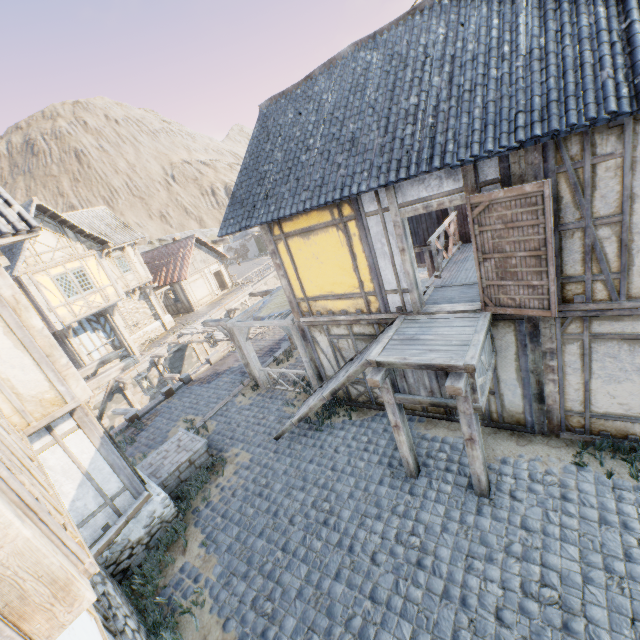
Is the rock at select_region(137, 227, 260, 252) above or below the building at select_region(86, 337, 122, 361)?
above

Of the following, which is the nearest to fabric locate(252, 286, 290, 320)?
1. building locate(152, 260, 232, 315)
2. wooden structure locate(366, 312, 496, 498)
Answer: wooden structure locate(366, 312, 496, 498)

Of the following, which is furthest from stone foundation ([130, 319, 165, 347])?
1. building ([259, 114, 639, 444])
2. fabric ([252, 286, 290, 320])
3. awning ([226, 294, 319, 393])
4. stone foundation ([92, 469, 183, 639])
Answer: building ([259, 114, 639, 444])

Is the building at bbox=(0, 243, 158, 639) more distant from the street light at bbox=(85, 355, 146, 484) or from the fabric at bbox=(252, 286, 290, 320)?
the fabric at bbox=(252, 286, 290, 320)

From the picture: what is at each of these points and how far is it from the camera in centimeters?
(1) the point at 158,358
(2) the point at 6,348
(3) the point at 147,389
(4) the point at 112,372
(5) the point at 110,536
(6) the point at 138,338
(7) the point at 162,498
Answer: (1) wooden structure, 2033cm
(2) building, 528cm
(3) street light, 820cm
(4) street light, 744cm
(5) stairs, 630cm
(6) stone foundation, 2358cm
(7) stone foundation, 755cm

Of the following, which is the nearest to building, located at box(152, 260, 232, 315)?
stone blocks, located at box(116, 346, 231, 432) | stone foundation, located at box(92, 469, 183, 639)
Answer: stone blocks, located at box(116, 346, 231, 432)

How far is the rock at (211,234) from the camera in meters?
49.3 m

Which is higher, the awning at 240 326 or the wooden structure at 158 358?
the awning at 240 326
